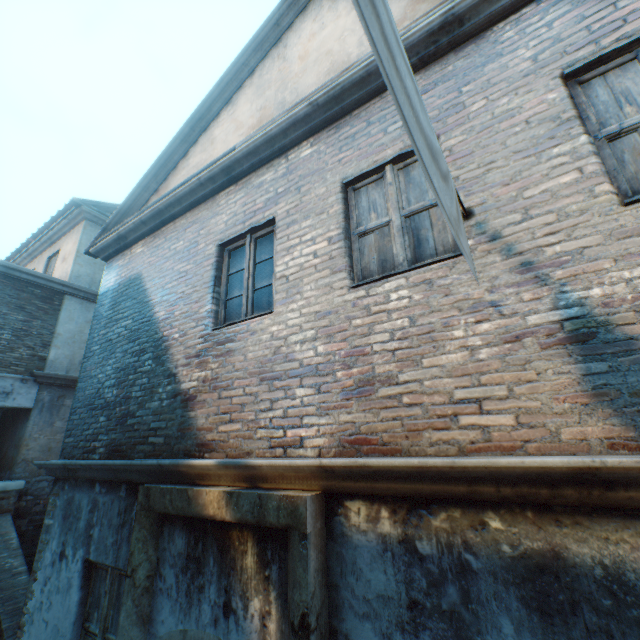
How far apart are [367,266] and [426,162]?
2.2 meters

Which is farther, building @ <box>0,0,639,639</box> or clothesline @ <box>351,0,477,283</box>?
building @ <box>0,0,639,639</box>

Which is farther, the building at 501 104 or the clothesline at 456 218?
the building at 501 104
